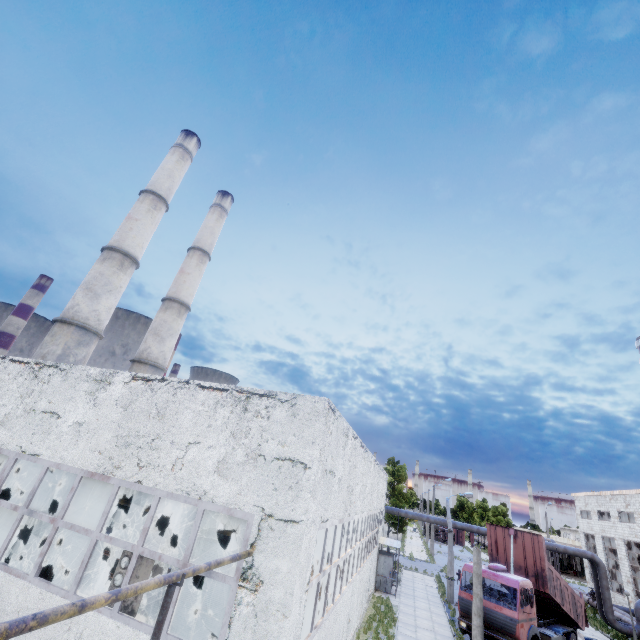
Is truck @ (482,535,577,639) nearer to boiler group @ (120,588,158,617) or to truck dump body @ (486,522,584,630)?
truck dump body @ (486,522,584,630)

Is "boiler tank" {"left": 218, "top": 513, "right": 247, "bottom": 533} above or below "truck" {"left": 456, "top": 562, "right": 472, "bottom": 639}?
above

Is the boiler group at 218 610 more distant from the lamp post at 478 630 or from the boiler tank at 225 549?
the lamp post at 478 630

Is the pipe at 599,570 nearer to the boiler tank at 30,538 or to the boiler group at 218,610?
the boiler tank at 30,538

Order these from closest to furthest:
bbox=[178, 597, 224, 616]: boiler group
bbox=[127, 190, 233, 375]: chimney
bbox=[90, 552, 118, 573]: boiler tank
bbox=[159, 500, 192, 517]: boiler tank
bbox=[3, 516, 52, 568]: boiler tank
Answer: bbox=[178, 597, 224, 616]: boiler group → bbox=[90, 552, 118, 573]: boiler tank → bbox=[3, 516, 52, 568]: boiler tank → bbox=[159, 500, 192, 517]: boiler tank → bbox=[127, 190, 233, 375]: chimney

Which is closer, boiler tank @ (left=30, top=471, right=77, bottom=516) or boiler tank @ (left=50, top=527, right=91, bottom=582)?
boiler tank @ (left=50, top=527, right=91, bottom=582)

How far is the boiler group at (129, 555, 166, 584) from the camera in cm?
717

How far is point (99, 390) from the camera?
9.9 meters
